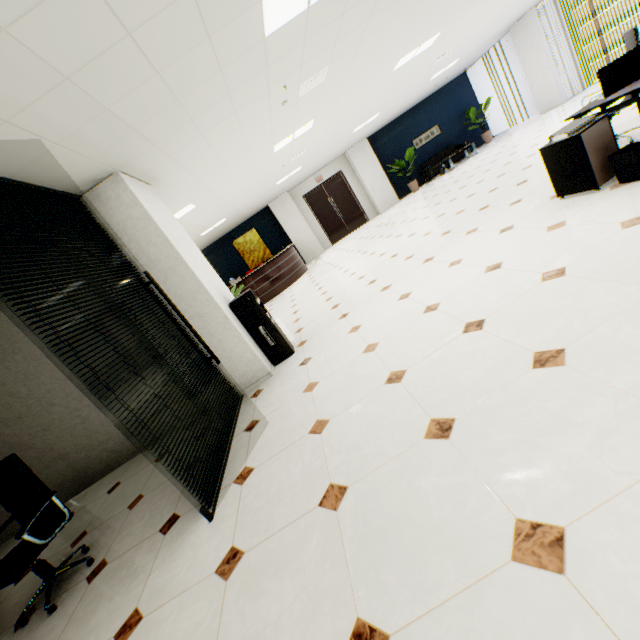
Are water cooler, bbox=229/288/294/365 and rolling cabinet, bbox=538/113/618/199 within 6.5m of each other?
yes

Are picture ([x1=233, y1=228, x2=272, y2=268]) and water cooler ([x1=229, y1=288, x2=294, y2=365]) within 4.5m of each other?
no

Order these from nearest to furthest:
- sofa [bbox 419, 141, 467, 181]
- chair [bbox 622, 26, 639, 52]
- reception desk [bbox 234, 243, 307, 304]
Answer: chair [bbox 622, 26, 639, 52] < reception desk [bbox 234, 243, 307, 304] < sofa [bbox 419, 141, 467, 181]

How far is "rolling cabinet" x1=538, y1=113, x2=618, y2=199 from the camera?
3.2m

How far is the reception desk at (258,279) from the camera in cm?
1080

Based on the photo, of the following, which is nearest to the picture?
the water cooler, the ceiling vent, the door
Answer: the door

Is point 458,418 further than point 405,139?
No

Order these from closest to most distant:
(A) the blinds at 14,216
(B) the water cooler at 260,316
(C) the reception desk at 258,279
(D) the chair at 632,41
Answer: (A) the blinds at 14,216 < (D) the chair at 632,41 < (B) the water cooler at 260,316 < (C) the reception desk at 258,279
